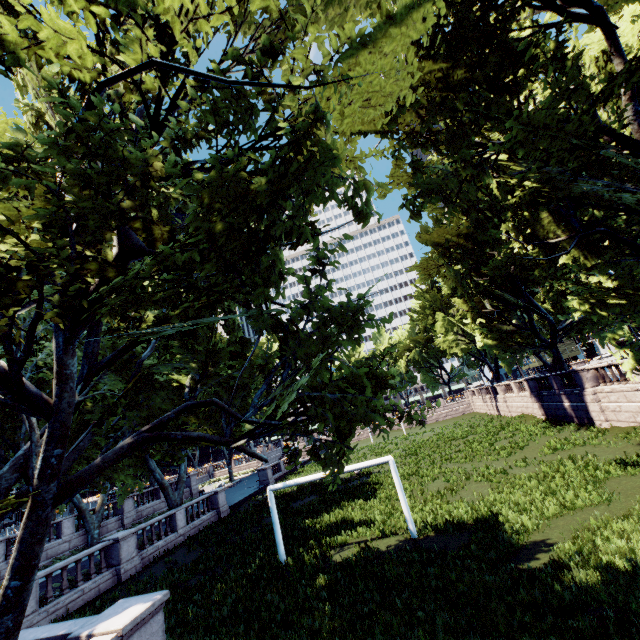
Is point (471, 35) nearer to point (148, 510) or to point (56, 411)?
point (56, 411)
